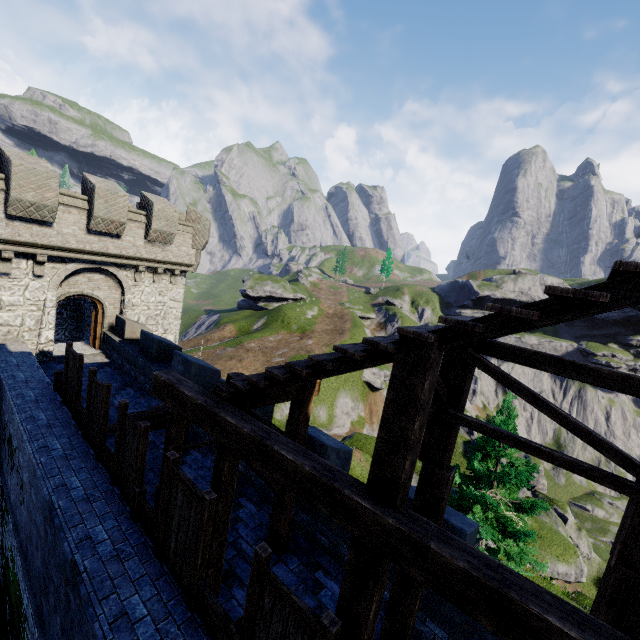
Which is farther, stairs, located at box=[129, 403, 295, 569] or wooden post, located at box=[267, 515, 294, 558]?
wooden post, located at box=[267, 515, 294, 558]

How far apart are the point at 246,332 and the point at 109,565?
51.8 meters

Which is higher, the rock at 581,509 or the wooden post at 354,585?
the wooden post at 354,585

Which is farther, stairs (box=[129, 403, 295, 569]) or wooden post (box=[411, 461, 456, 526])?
stairs (box=[129, 403, 295, 569])

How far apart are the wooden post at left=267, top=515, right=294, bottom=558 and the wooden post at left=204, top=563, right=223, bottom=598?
1.33m

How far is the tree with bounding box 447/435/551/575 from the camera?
13.9m

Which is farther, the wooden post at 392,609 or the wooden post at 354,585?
the wooden post at 392,609

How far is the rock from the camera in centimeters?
4981cm
